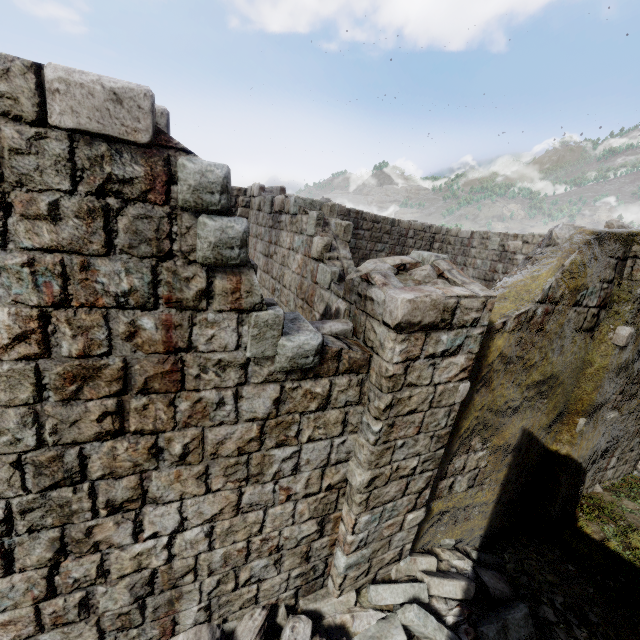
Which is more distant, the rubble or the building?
the rubble

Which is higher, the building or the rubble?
the building

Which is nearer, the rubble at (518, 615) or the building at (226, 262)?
the building at (226, 262)

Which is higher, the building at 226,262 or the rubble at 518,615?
the building at 226,262

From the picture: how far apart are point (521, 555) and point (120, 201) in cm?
851
